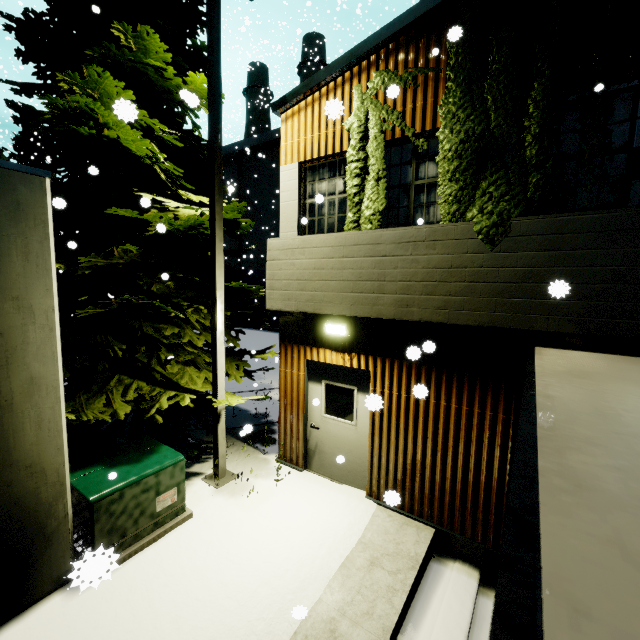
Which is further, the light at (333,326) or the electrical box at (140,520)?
the light at (333,326)

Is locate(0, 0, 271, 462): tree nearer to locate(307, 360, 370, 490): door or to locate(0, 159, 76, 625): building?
locate(0, 159, 76, 625): building

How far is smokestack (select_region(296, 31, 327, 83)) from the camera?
30.81m

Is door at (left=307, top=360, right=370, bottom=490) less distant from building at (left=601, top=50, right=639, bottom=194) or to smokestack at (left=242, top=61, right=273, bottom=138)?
building at (left=601, top=50, right=639, bottom=194)

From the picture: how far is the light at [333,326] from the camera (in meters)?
5.95

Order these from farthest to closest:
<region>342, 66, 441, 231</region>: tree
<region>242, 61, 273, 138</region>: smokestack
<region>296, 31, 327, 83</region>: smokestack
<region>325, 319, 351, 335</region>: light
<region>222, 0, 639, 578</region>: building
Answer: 1. <region>242, 61, 273, 138</region>: smokestack
2. <region>296, 31, 327, 83</region>: smokestack
3. <region>325, 319, 351, 335</region>: light
4. <region>342, 66, 441, 231</region>: tree
5. <region>222, 0, 639, 578</region>: building

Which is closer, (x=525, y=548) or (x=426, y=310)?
(x=525, y=548)

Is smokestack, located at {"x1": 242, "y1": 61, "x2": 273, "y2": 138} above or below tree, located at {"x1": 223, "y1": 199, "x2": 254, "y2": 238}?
above
